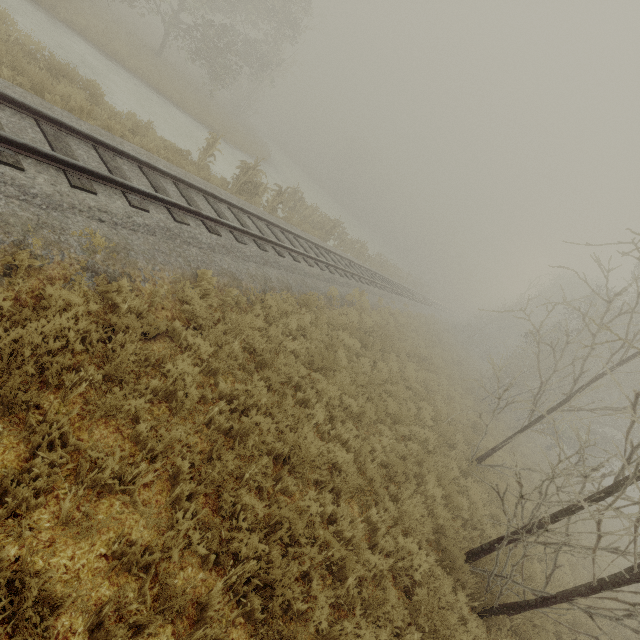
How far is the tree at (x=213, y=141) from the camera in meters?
12.4 m

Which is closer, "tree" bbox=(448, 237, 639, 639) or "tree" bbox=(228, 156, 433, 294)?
"tree" bbox=(448, 237, 639, 639)

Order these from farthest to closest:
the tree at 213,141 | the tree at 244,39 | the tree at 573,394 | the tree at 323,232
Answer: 1. the tree at 244,39
2. the tree at 323,232
3. the tree at 213,141
4. the tree at 573,394

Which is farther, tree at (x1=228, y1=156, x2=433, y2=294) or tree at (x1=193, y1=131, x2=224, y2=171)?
tree at (x1=228, y1=156, x2=433, y2=294)

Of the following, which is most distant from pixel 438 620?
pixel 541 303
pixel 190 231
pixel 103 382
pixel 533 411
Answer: pixel 541 303

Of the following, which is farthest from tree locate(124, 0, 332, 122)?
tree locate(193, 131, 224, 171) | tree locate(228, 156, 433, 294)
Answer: tree locate(228, 156, 433, 294)

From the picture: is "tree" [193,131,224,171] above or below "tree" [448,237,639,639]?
below
